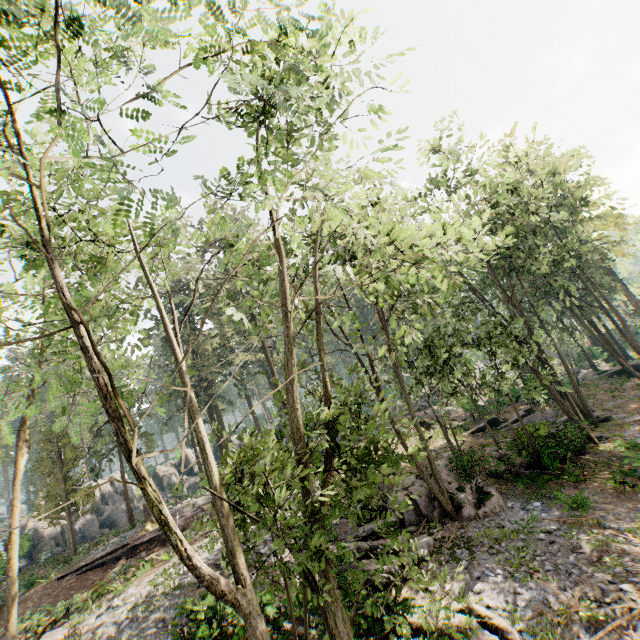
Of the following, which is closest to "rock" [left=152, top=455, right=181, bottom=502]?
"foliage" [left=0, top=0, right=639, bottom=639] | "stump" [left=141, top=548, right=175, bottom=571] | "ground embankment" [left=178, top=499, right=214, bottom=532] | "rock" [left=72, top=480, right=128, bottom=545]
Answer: Answer: "rock" [left=72, top=480, right=128, bottom=545]

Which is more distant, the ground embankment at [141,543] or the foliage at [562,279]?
the ground embankment at [141,543]

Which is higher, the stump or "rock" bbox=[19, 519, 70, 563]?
"rock" bbox=[19, 519, 70, 563]

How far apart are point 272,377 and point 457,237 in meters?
24.8

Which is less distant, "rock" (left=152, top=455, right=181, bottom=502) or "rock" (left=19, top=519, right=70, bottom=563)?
"rock" (left=19, top=519, right=70, bottom=563)

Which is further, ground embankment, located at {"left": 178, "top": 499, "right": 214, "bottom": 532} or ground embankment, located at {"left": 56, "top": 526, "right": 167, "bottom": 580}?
ground embankment, located at {"left": 178, "top": 499, "right": 214, "bottom": 532}

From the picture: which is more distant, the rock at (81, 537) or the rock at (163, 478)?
the rock at (163, 478)
